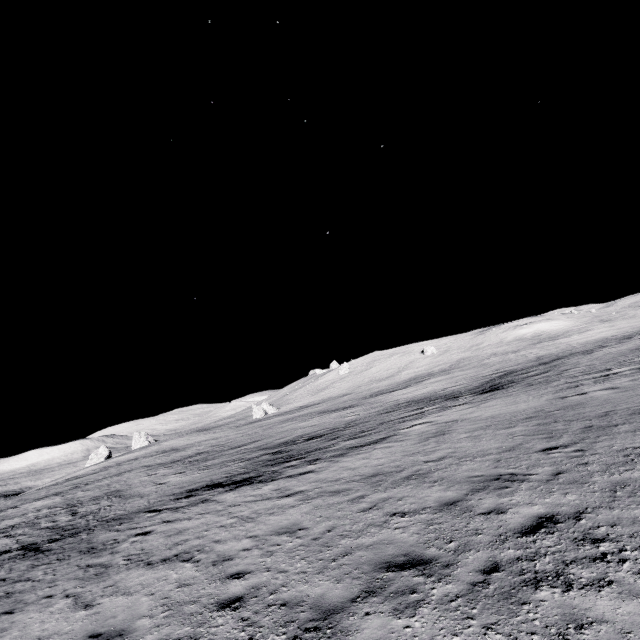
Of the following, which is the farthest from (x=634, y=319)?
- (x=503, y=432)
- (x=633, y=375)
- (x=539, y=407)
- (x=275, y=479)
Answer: (x=275, y=479)
